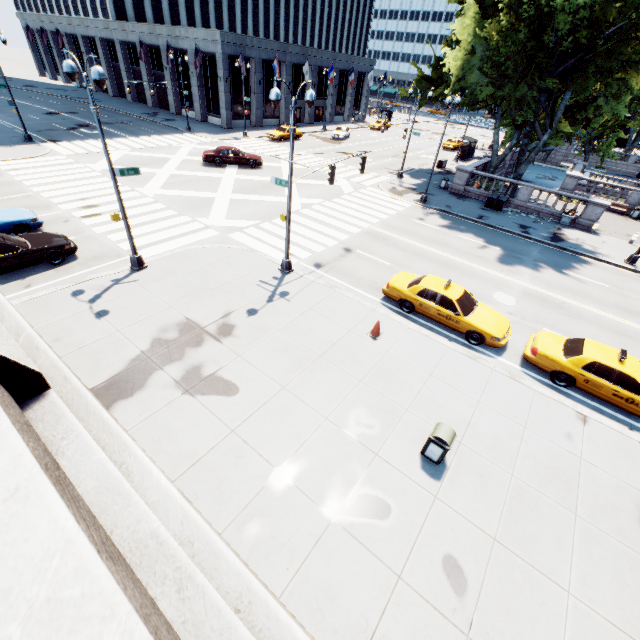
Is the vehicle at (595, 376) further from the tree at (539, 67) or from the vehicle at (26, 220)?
the vehicle at (26, 220)

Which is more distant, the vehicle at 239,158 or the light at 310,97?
the vehicle at 239,158

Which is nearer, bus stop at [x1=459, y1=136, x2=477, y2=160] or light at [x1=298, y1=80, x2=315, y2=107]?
light at [x1=298, y1=80, x2=315, y2=107]

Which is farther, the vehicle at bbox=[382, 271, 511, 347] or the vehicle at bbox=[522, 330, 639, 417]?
the vehicle at bbox=[382, 271, 511, 347]

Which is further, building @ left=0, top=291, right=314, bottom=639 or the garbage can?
the garbage can

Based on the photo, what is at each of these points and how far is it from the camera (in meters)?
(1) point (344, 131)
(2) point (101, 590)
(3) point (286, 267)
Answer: (1) vehicle, 46.09
(2) building, 1.24
(3) light, 15.39

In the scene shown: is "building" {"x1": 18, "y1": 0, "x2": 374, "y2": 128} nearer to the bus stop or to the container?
the bus stop

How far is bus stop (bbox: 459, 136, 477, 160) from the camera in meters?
41.4 m
